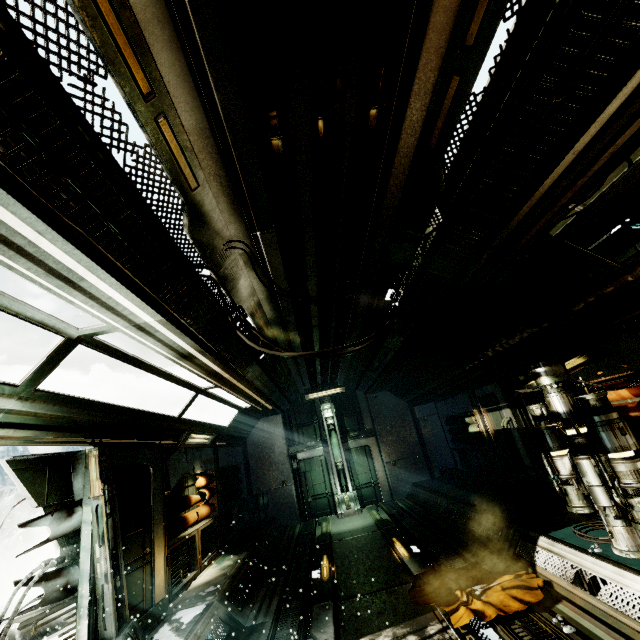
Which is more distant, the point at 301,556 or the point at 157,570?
the point at 301,556

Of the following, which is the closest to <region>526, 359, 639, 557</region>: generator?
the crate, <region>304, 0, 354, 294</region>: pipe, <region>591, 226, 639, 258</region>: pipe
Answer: <region>591, 226, 639, 258</region>: pipe

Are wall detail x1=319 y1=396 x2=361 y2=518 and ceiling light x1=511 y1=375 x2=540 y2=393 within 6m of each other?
no

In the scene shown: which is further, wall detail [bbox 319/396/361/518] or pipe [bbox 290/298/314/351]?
wall detail [bbox 319/396/361/518]

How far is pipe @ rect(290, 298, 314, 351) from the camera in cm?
508

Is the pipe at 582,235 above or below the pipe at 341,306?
below

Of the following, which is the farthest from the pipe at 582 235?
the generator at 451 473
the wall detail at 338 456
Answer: the wall detail at 338 456

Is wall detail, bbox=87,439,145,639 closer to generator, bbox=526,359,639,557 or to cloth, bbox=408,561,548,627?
cloth, bbox=408,561,548,627
